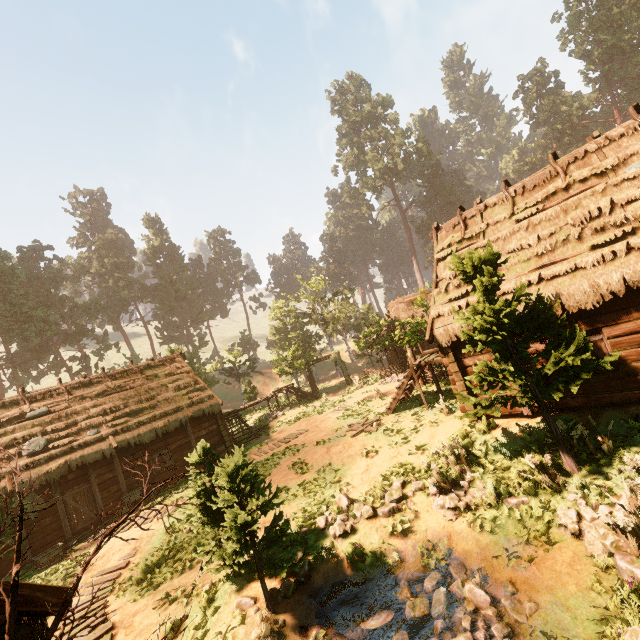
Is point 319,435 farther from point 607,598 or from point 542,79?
point 542,79

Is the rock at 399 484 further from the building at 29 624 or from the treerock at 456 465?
the building at 29 624

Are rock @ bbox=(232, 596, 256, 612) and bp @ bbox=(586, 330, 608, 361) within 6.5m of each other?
no

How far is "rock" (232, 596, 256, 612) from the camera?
7.58m

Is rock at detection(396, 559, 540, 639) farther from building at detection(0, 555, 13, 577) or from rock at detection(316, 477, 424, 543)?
building at detection(0, 555, 13, 577)

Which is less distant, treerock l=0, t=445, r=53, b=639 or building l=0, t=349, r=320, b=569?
treerock l=0, t=445, r=53, b=639

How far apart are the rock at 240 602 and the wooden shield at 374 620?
2.4m

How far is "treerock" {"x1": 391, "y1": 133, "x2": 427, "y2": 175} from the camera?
56.97m
